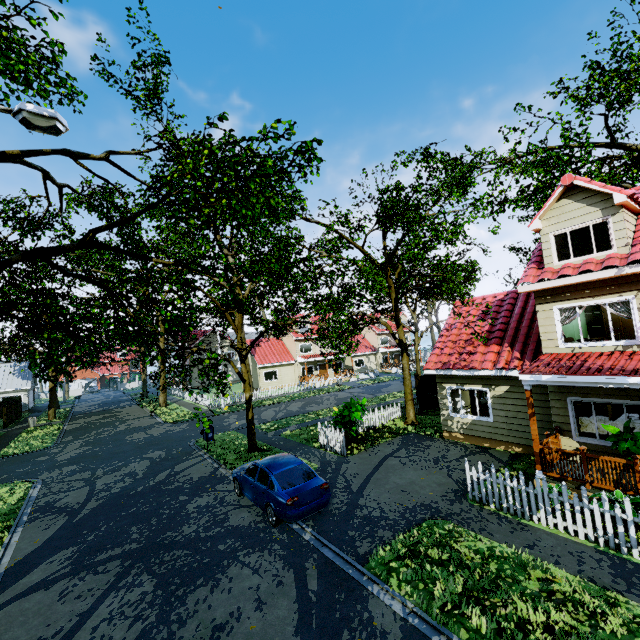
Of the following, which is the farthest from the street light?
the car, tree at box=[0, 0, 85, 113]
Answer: the car

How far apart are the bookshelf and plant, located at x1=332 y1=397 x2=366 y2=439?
10.2m

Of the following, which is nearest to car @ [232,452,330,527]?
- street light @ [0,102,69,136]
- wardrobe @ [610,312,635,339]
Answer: street light @ [0,102,69,136]

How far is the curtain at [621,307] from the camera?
9.3 meters

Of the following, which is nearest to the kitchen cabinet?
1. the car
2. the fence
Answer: the fence

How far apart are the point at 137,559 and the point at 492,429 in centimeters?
1308cm

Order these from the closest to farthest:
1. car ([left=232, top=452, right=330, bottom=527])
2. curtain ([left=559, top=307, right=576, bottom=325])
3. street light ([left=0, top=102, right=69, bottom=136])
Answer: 1. street light ([left=0, top=102, right=69, bottom=136])
2. car ([left=232, top=452, right=330, bottom=527])
3. curtain ([left=559, top=307, right=576, bottom=325])

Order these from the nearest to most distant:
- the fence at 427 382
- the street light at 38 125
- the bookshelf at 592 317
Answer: the street light at 38 125 → the bookshelf at 592 317 → the fence at 427 382
